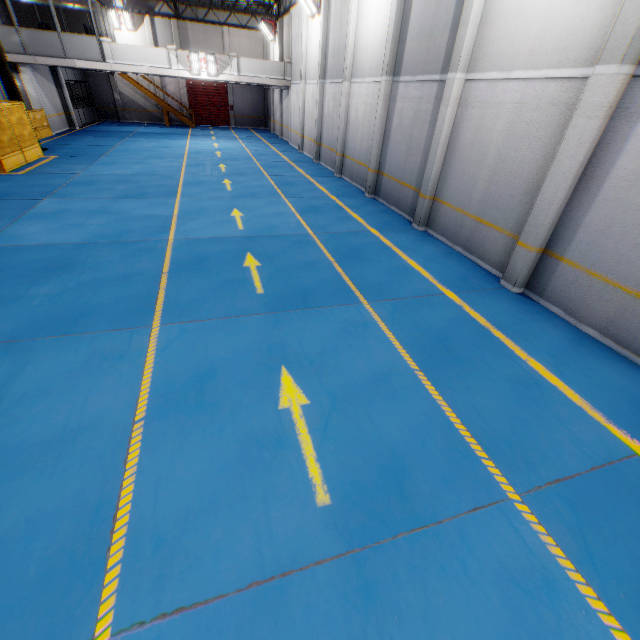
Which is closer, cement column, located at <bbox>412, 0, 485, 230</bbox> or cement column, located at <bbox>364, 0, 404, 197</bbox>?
cement column, located at <bbox>412, 0, 485, 230</bbox>

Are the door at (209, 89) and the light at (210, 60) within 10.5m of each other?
no

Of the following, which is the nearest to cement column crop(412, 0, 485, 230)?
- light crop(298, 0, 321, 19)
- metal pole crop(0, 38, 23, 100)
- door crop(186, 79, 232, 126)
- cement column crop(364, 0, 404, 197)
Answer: cement column crop(364, 0, 404, 197)

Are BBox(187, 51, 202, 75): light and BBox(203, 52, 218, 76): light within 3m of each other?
yes

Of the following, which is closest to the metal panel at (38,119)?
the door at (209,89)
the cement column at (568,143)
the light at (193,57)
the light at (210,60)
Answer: the light at (193,57)

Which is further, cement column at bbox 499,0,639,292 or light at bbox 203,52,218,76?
light at bbox 203,52,218,76

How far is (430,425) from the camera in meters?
4.2 m

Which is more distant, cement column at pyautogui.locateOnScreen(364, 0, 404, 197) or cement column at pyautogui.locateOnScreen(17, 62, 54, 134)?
cement column at pyautogui.locateOnScreen(17, 62, 54, 134)
